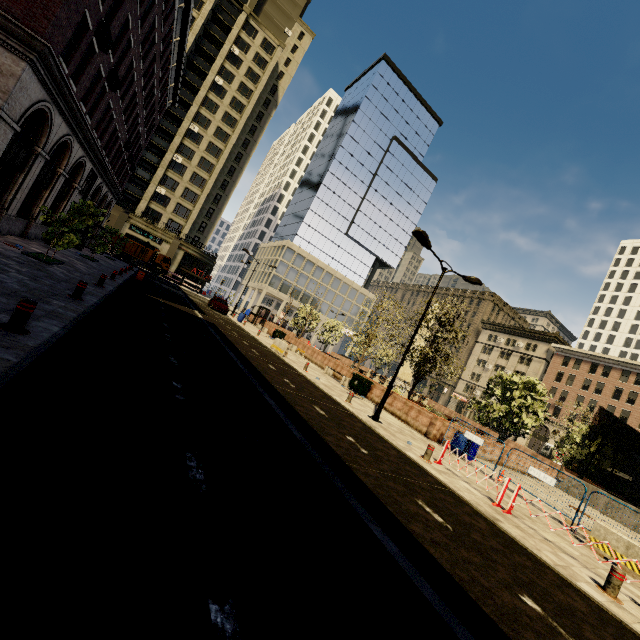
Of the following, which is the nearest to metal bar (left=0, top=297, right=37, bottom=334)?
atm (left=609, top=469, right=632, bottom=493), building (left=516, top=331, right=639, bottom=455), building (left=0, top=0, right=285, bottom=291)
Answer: building (left=0, top=0, right=285, bottom=291)

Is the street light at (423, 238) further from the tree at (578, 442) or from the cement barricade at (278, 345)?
the cement barricade at (278, 345)

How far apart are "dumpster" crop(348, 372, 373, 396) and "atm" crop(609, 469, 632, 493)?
30.2m

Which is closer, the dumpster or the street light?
the street light

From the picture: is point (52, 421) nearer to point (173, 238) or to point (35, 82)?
point (35, 82)

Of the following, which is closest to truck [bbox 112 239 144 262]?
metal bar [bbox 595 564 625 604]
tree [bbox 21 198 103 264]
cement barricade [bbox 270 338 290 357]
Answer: cement barricade [bbox 270 338 290 357]

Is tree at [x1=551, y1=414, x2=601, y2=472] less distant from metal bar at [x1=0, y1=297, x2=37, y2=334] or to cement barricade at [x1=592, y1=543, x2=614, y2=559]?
cement barricade at [x1=592, y1=543, x2=614, y2=559]

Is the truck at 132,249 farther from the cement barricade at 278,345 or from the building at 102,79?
the cement barricade at 278,345
